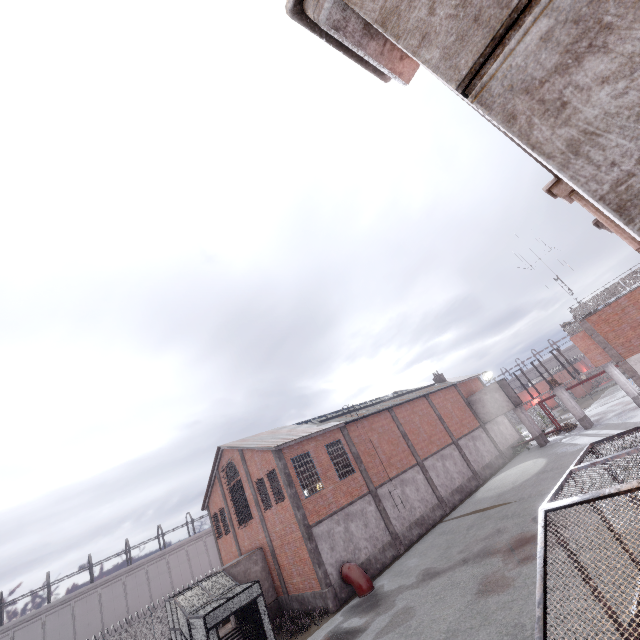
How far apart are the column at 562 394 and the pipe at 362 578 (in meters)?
23.65

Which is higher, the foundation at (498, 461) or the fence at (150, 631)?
the fence at (150, 631)

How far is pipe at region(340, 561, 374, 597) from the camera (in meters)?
17.22

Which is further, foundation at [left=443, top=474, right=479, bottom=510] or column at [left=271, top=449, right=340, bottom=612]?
foundation at [left=443, top=474, right=479, bottom=510]

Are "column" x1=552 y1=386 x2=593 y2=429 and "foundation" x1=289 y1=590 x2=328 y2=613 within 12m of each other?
no

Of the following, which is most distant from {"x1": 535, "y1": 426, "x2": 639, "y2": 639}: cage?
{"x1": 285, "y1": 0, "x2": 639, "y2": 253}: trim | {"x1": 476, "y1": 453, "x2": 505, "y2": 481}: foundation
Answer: {"x1": 476, "y1": 453, "x2": 505, "y2": 481}: foundation

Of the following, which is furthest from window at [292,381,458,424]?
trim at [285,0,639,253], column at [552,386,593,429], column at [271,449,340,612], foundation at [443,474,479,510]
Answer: trim at [285,0,639,253]

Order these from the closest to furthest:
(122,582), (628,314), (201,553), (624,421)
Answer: (628,314)
(624,421)
(122,582)
(201,553)
